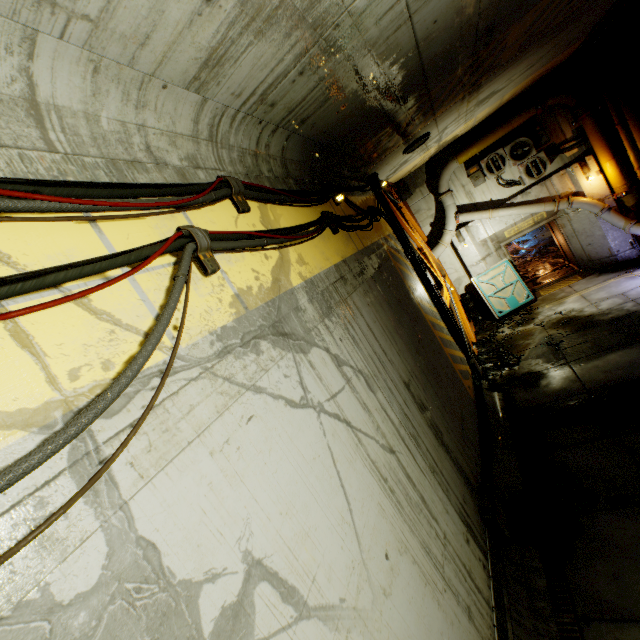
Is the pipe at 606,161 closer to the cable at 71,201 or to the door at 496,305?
the cable at 71,201

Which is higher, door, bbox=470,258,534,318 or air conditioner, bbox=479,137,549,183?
air conditioner, bbox=479,137,549,183

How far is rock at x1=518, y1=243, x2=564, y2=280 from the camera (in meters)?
15.12

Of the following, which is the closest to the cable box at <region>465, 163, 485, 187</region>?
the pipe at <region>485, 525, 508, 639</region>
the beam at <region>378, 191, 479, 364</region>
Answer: Answer: the beam at <region>378, 191, 479, 364</region>

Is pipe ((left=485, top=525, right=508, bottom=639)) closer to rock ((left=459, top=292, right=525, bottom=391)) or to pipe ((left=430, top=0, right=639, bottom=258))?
rock ((left=459, top=292, right=525, bottom=391))

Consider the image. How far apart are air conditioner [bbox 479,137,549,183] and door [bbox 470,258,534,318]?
2.8m

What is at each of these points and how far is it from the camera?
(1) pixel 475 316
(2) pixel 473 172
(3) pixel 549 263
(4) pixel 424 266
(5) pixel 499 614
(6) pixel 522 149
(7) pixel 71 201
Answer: (1) rock, 14.4 meters
(2) cable box, 12.5 meters
(3) rock, 15.4 meters
(4) beam, 10.2 meters
(5) pipe, 3.8 meters
(6) air conditioner, 11.7 meters
(7) cable, 1.7 meters

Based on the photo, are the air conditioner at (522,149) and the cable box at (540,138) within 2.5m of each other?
yes
